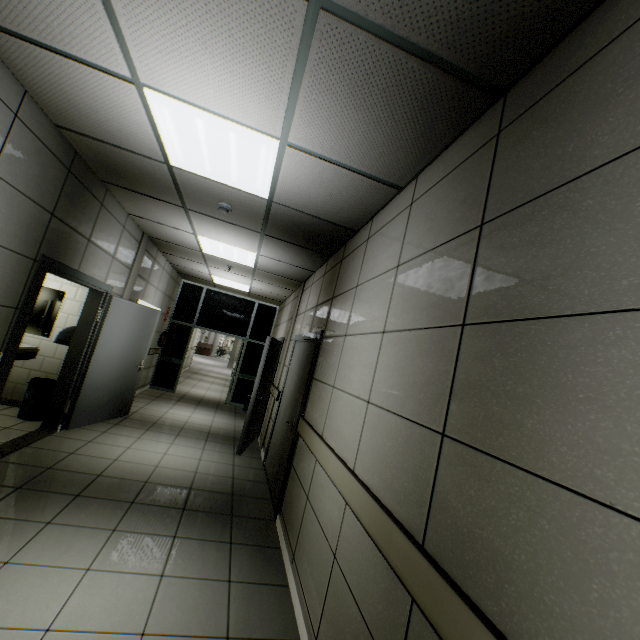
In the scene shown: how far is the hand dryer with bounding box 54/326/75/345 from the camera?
4.6 meters

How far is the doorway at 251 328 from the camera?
9.4 meters

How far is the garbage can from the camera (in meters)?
4.67

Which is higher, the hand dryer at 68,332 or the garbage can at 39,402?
the hand dryer at 68,332

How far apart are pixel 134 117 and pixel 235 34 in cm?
Result: 134

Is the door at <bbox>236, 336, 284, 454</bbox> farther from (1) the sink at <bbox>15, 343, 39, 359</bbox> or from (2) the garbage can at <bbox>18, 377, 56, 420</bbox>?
(1) the sink at <bbox>15, 343, 39, 359</bbox>

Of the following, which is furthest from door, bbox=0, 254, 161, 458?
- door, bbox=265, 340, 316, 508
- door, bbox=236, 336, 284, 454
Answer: door, bbox=265, 340, 316, 508

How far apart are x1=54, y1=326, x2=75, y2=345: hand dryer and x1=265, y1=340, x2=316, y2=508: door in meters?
3.2
